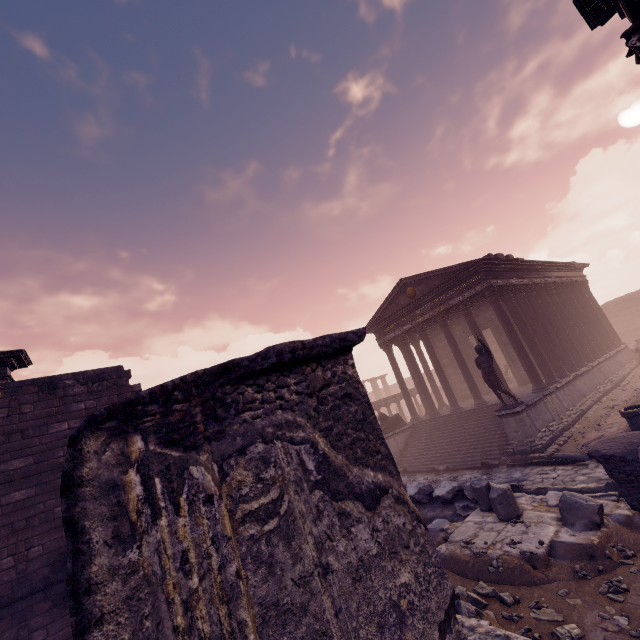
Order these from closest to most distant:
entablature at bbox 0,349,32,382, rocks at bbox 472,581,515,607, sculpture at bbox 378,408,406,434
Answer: rocks at bbox 472,581,515,607 < entablature at bbox 0,349,32,382 < sculpture at bbox 378,408,406,434

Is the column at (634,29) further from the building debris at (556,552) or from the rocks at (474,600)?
the rocks at (474,600)

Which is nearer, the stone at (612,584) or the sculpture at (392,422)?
the stone at (612,584)

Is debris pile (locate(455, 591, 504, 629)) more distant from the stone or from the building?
the building

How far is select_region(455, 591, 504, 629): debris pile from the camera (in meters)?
4.07

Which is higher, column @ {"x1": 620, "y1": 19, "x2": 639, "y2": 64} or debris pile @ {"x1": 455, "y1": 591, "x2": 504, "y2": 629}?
column @ {"x1": 620, "y1": 19, "x2": 639, "y2": 64}

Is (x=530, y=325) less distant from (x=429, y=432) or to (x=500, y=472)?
(x=429, y=432)

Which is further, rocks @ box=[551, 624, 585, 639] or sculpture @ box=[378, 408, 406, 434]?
sculpture @ box=[378, 408, 406, 434]
